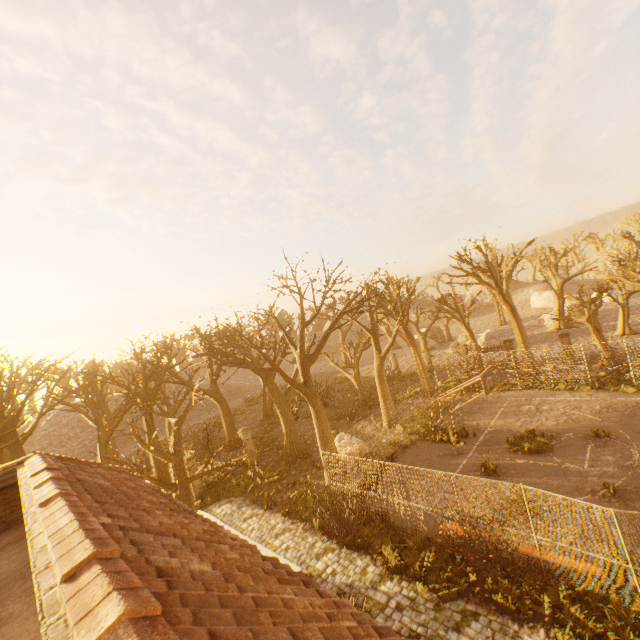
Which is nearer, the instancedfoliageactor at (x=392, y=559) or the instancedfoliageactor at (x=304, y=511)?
the instancedfoliageactor at (x=392, y=559)

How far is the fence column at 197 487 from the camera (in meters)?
19.21

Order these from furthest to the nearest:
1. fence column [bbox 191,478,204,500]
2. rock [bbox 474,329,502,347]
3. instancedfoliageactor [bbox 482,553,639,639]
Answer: rock [bbox 474,329,502,347] < fence column [bbox 191,478,204,500] < instancedfoliageactor [bbox 482,553,639,639]

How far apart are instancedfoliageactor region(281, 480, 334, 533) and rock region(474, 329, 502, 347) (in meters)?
28.19

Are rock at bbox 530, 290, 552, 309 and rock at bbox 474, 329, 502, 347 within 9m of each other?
no

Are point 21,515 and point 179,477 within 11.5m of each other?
yes

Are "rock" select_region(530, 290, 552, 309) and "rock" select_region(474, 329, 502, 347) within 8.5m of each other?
no

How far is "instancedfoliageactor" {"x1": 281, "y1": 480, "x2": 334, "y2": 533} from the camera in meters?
14.0
